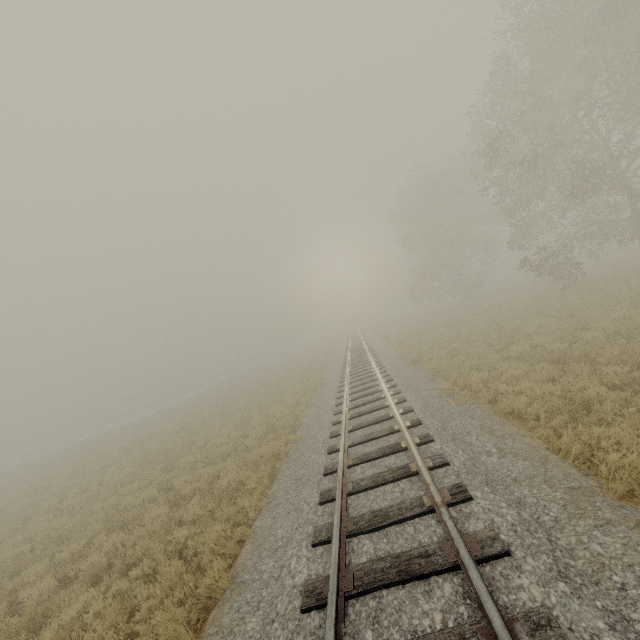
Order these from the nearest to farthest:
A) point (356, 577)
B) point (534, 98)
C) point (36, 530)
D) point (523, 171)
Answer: point (356, 577)
point (36, 530)
point (534, 98)
point (523, 171)
